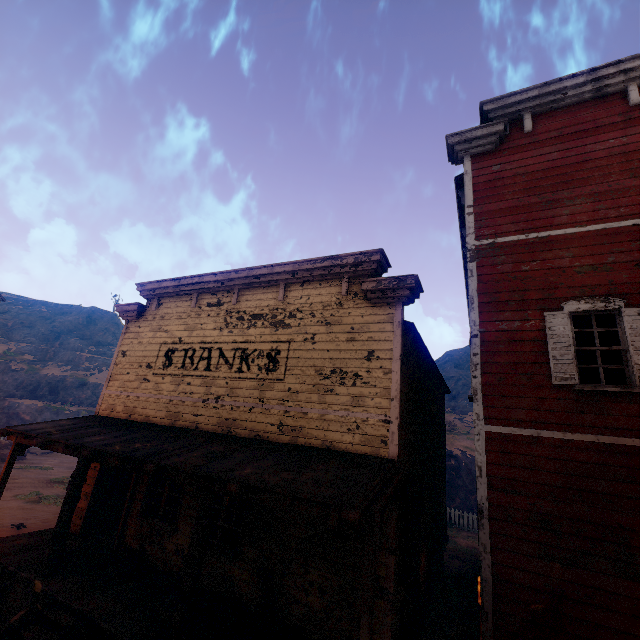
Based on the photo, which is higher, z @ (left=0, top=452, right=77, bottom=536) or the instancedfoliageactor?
the instancedfoliageactor

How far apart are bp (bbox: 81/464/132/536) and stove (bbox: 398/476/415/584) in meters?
8.7

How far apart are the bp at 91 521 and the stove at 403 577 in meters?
8.7 m

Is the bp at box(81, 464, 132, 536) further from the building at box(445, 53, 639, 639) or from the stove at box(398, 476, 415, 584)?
the stove at box(398, 476, 415, 584)

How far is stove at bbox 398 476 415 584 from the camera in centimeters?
603cm

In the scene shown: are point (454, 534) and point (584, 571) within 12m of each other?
no

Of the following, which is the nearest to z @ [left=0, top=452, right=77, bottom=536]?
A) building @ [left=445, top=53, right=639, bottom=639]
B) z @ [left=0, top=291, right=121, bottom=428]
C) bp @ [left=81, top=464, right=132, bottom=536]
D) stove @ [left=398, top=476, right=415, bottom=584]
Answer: building @ [left=445, top=53, right=639, bottom=639]

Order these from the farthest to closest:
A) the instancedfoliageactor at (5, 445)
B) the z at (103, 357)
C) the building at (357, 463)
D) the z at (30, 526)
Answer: the z at (103, 357) → the instancedfoliageactor at (5, 445) → the z at (30, 526) → the building at (357, 463)
